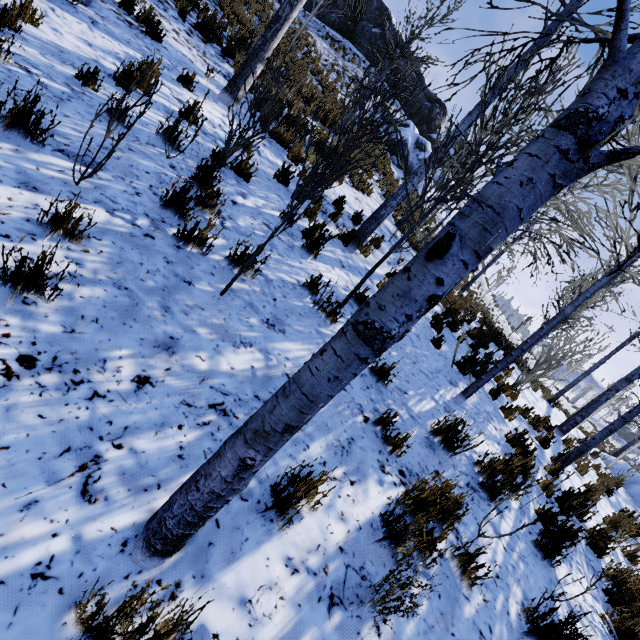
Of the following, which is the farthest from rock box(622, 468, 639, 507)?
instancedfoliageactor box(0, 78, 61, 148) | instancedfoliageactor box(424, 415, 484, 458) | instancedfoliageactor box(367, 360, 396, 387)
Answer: instancedfoliageactor box(0, 78, 61, 148)

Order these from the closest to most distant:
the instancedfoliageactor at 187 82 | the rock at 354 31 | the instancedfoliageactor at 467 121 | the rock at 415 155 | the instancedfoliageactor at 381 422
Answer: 1. the instancedfoliageactor at 467 121
2. the instancedfoliageactor at 381 422
3. the instancedfoliageactor at 187 82
4. the rock at 415 155
5. the rock at 354 31

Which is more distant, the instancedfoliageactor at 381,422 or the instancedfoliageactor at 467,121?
the instancedfoliageactor at 381,422

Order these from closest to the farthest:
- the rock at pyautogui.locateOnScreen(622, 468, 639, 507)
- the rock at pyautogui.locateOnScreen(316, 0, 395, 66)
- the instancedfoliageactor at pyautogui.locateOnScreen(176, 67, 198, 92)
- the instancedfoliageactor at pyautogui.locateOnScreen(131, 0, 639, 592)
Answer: the instancedfoliageactor at pyautogui.locateOnScreen(131, 0, 639, 592), the instancedfoliageactor at pyautogui.locateOnScreen(176, 67, 198, 92), the rock at pyautogui.locateOnScreen(622, 468, 639, 507), the rock at pyautogui.locateOnScreen(316, 0, 395, 66)

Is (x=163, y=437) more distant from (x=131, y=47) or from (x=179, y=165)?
(x=131, y=47)

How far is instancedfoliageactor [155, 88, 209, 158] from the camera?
4.0m

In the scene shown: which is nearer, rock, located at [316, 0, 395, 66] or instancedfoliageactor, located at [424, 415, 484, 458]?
instancedfoliageactor, located at [424, 415, 484, 458]

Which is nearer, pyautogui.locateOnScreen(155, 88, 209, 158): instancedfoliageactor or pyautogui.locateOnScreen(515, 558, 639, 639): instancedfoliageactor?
pyautogui.locateOnScreen(515, 558, 639, 639): instancedfoliageactor
